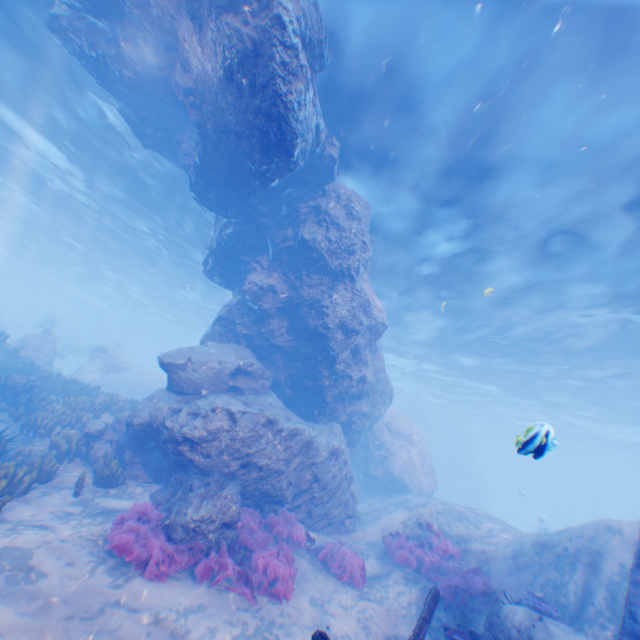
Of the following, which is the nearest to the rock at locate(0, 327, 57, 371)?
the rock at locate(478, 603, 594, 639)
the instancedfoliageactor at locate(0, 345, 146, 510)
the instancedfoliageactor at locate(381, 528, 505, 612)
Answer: the instancedfoliageactor at locate(0, 345, 146, 510)

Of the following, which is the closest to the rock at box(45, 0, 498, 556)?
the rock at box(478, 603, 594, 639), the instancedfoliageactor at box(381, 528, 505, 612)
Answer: the instancedfoliageactor at box(381, 528, 505, 612)

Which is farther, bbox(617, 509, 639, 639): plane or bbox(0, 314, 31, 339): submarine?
bbox(0, 314, 31, 339): submarine

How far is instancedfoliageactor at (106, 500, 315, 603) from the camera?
6.33m

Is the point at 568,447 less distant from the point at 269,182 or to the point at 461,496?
the point at 461,496

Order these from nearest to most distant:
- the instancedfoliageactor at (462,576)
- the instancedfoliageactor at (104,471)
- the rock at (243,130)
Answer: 1. the rock at (243,130)
2. the instancedfoliageactor at (462,576)
3. the instancedfoliageactor at (104,471)

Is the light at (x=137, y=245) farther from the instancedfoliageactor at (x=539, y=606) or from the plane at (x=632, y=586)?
the instancedfoliageactor at (x=539, y=606)
